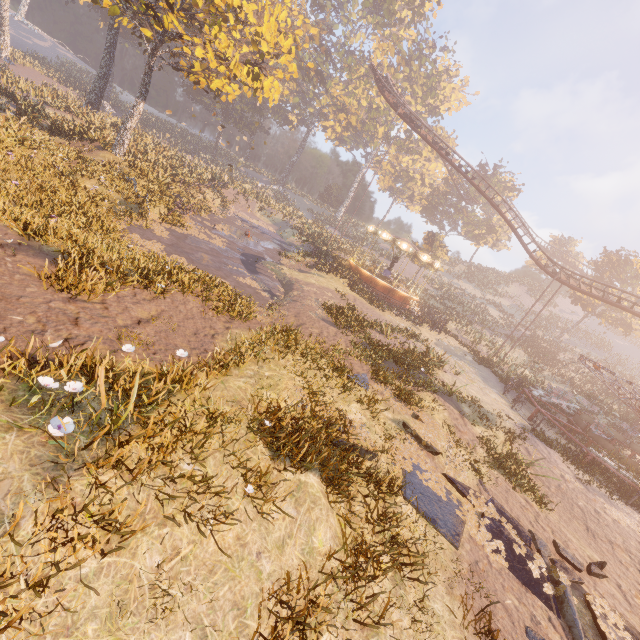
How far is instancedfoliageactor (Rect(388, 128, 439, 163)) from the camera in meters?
52.2 m

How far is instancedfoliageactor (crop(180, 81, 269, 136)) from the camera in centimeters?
5000cm

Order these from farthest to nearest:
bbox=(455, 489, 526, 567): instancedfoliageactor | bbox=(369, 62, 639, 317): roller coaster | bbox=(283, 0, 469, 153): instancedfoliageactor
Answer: bbox=(283, 0, 469, 153): instancedfoliageactor, bbox=(369, 62, 639, 317): roller coaster, bbox=(455, 489, 526, 567): instancedfoliageactor

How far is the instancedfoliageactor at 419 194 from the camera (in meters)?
43.31

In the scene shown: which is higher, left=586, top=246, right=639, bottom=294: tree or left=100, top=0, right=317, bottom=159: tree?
left=586, top=246, right=639, bottom=294: tree

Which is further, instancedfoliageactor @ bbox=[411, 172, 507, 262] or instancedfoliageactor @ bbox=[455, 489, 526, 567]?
instancedfoliageactor @ bbox=[411, 172, 507, 262]

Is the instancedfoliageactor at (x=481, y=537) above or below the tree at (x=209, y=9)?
below

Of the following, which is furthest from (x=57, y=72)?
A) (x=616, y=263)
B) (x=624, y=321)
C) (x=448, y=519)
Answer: (x=624, y=321)
